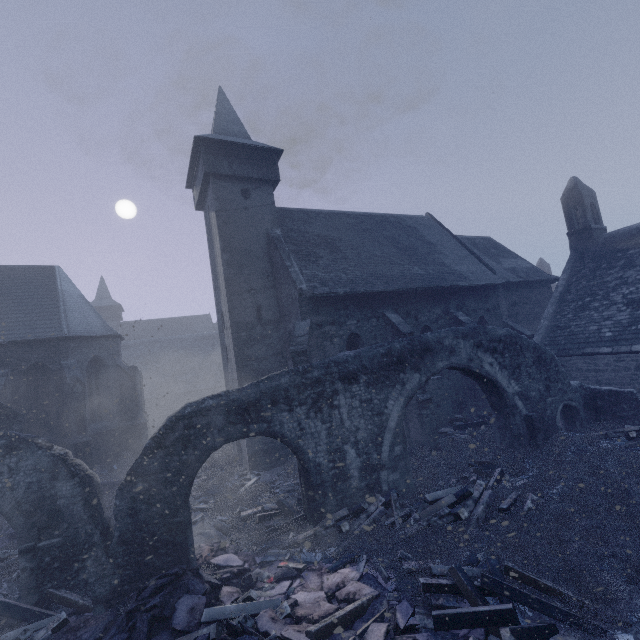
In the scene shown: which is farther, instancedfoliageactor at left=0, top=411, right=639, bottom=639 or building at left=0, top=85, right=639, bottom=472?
building at left=0, top=85, right=639, bottom=472

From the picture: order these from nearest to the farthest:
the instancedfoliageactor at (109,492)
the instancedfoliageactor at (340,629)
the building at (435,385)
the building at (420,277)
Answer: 1. the instancedfoliageactor at (340,629)
2. the instancedfoliageactor at (109,492)
3. the building at (435,385)
4. the building at (420,277)

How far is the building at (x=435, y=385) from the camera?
13.5 meters

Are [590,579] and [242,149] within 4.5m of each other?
no

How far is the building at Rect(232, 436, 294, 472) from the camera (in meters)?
13.80

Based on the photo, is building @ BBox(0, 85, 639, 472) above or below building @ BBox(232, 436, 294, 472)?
above
